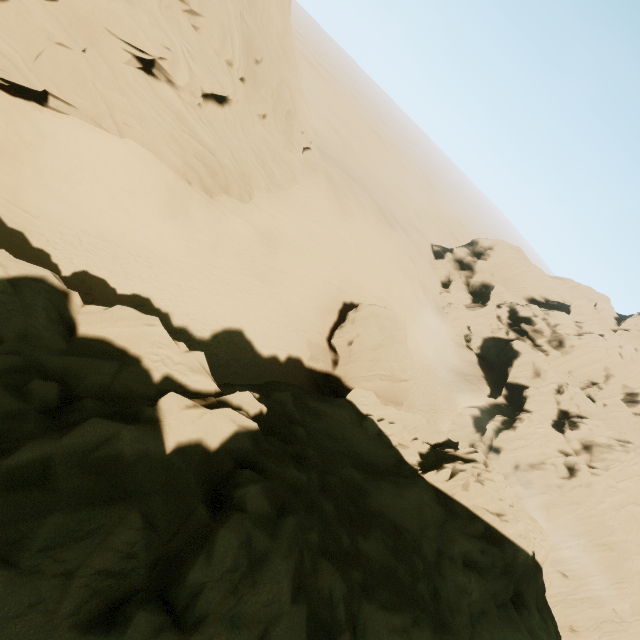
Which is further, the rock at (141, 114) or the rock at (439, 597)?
the rock at (141, 114)

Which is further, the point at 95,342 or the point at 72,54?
the point at 72,54

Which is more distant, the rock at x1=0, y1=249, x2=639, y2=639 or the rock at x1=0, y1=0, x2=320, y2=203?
the rock at x1=0, y1=0, x2=320, y2=203
